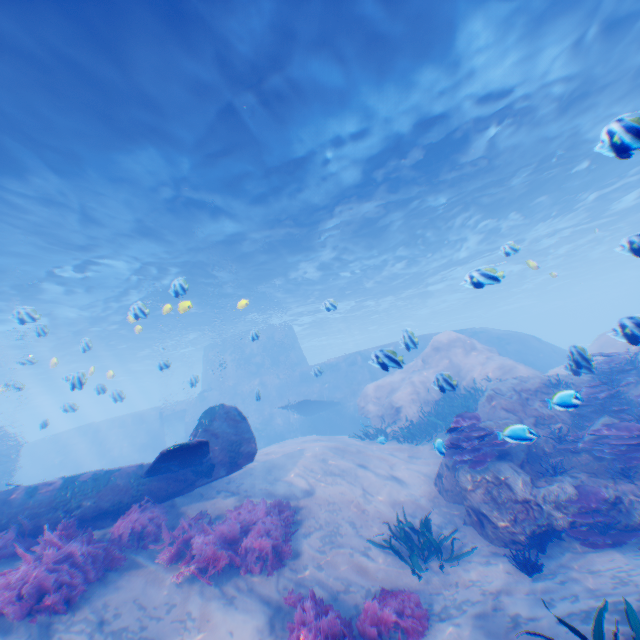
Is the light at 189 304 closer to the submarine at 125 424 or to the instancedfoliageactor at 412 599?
the submarine at 125 424

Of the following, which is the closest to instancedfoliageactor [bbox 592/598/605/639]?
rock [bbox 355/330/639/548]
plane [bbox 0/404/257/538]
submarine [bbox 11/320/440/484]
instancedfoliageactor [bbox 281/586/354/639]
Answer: rock [bbox 355/330/639/548]

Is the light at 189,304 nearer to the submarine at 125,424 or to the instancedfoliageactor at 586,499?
the submarine at 125,424

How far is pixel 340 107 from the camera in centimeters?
1027cm

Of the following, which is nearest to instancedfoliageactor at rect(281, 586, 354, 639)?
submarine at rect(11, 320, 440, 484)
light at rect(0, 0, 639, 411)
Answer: submarine at rect(11, 320, 440, 484)

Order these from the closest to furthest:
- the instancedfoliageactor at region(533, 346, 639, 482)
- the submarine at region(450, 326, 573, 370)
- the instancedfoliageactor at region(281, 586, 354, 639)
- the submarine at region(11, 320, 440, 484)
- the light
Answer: the instancedfoliageactor at region(281, 586, 354, 639)
the instancedfoliageactor at region(533, 346, 639, 482)
the light
the submarine at region(450, 326, 573, 370)
the submarine at region(11, 320, 440, 484)

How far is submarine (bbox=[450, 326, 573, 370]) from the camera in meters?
21.9
